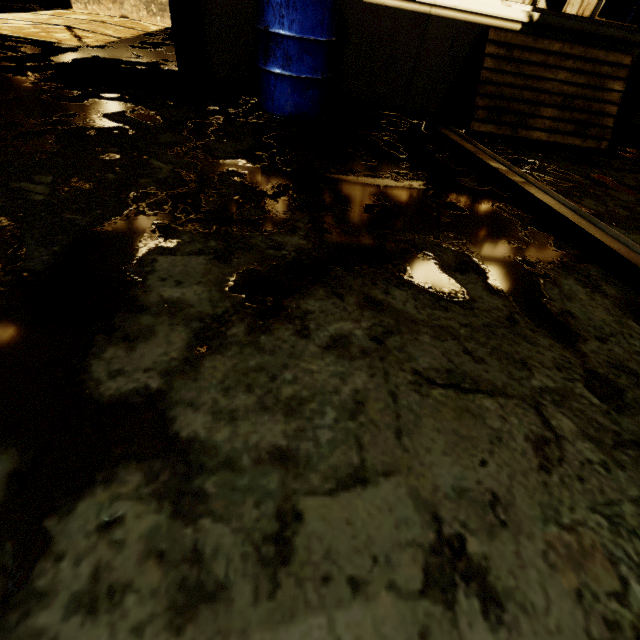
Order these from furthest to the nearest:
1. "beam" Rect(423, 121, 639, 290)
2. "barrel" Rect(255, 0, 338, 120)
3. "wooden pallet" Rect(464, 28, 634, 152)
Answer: "wooden pallet" Rect(464, 28, 634, 152), "barrel" Rect(255, 0, 338, 120), "beam" Rect(423, 121, 639, 290)

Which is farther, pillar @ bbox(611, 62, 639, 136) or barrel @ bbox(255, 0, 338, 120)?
pillar @ bbox(611, 62, 639, 136)

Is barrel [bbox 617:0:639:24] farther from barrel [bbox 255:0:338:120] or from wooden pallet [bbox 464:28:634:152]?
barrel [bbox 255:0:338:120]

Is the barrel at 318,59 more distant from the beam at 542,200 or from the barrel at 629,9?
the barrel at 629,9

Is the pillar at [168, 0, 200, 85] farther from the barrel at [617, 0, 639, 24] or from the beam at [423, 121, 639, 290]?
the barrel at [617, 0, 639, 24]

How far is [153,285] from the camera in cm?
121

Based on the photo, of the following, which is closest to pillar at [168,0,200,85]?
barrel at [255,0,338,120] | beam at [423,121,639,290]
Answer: barrel at [255,0,338,120]

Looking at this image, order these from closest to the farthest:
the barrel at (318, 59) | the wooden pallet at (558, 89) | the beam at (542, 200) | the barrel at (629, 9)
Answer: the beam at (542, 200) → the barrel at (318, 59) → the wooden pallet at (558, 89) → the barrel at (629, 9)
